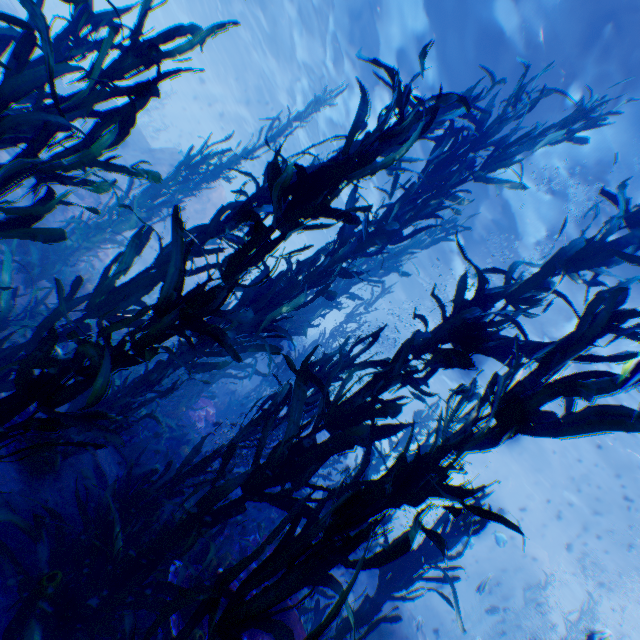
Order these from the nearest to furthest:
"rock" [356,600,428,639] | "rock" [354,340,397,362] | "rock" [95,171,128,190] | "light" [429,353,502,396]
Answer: "rock" [356,600,428,639]
"rock" [95,171,128,190]
"light" [429,353,502,396]
"rock" [354,340,397,362]

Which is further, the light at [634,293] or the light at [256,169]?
the light at [256,169]

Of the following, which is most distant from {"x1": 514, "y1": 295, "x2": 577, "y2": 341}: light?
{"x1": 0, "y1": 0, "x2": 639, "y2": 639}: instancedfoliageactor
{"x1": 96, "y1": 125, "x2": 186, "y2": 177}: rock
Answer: {"x1": 0, "y1": 0, "x2": 639, "y2": 639}: instancedfoliageactor

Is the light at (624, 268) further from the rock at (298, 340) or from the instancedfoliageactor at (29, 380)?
the instancedfoliageactor at (29, 380)

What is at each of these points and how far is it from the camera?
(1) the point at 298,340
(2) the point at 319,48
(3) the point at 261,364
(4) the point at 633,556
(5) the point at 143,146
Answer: (1) rock, 17.66m
(2) light, 15.04m
(3) rock, 14.75m
(4) light, 18.11m
(5) rock, 16.91m

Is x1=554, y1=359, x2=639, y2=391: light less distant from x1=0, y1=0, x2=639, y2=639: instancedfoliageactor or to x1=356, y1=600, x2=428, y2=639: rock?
x1=356, y1=600, x2=428, y2=639: rock
